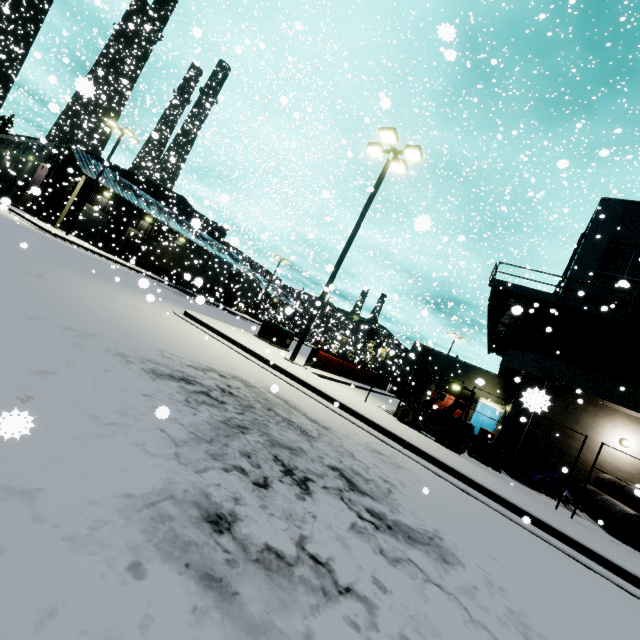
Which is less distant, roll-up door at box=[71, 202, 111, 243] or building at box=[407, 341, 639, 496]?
building at box=[407, 341, 639, 496]

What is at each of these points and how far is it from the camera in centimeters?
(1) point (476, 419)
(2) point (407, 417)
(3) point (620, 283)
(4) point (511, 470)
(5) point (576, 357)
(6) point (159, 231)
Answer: (1) portable restroom, 2238cm
(2) forklift, 1187cm
(3) building, 645cm
(4) pipe, 1179cm
(5) building, 1602cm
(6) building, 4066cm

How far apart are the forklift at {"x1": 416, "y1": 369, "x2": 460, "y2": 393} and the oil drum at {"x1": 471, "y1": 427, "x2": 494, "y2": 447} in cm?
688

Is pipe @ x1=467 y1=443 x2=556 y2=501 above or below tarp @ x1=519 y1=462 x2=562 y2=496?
below

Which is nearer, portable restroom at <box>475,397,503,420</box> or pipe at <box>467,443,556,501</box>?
pipe at <box>467,443,556,501</box>

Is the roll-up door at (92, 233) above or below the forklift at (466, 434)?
above

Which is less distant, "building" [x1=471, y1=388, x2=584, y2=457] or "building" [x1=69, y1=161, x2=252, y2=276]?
"building" [x1=471, y1=388, x2=584, y2=457]

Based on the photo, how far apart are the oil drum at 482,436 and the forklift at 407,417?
6.9 meters
